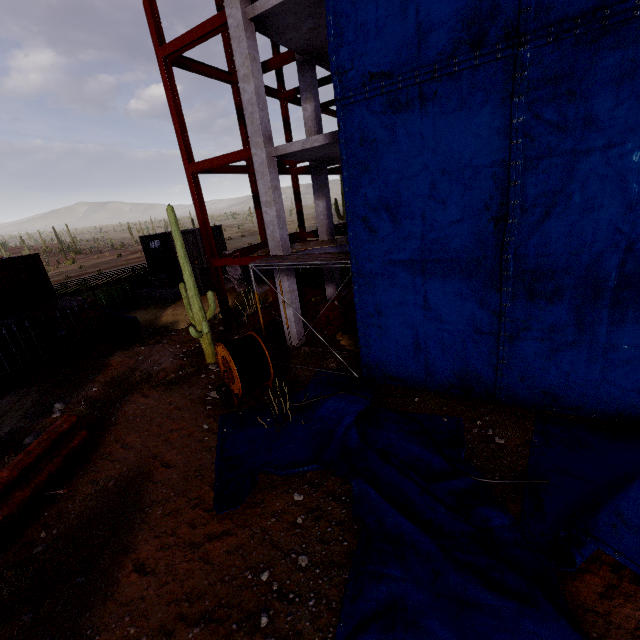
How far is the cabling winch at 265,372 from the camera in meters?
9.4

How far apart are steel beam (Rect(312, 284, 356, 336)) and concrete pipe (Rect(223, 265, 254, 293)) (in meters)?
10.82

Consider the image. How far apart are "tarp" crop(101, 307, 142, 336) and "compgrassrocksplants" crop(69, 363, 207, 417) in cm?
630

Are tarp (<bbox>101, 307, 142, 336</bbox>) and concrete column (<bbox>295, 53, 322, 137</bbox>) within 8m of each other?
no

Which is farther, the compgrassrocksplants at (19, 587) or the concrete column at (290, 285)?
the concrete column at (290, 285)

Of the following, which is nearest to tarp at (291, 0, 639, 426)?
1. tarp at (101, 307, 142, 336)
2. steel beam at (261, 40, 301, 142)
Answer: steel beam at (261, 40, 301, 142)

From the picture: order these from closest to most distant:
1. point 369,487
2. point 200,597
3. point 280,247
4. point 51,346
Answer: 1. point 200,597
2. point 369,487
3. point 280,247
4. point 51,346

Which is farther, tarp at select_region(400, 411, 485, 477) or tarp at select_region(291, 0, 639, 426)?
tarp at select_region(400, 411, 485, 477)
